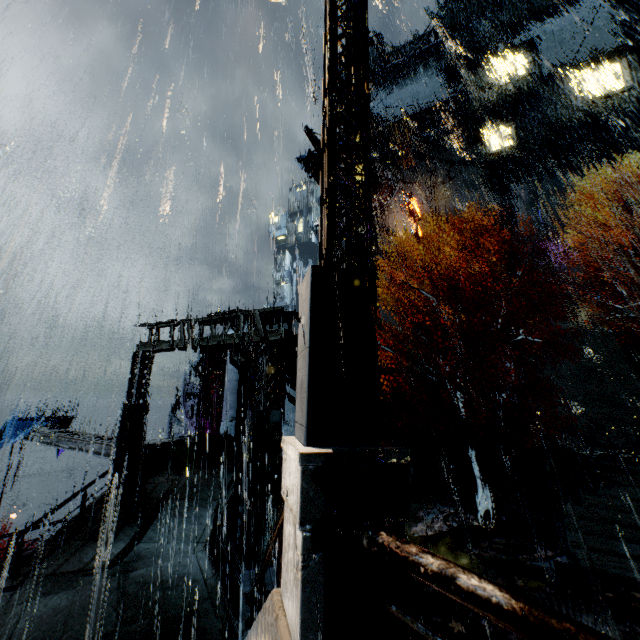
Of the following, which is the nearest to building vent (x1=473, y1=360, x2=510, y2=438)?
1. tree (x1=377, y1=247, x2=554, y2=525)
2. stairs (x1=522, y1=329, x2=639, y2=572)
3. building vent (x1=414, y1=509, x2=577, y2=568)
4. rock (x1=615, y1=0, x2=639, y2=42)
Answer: stairs (x1=522, y1=329, x2=639, y2=572)

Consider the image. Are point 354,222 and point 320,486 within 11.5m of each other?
yes

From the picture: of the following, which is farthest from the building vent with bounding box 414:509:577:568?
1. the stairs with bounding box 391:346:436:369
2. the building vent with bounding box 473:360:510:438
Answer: the building vent with bounding box 473:360:510:438

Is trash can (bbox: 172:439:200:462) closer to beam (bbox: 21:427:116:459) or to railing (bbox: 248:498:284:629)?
beam (bbox: 21:427:116:459)

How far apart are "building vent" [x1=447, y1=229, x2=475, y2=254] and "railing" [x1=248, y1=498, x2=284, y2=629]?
36.03m

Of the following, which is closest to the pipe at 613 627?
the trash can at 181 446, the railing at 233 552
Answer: the railing at 233 552

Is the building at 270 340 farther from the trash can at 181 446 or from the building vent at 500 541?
the building vent at 500 541

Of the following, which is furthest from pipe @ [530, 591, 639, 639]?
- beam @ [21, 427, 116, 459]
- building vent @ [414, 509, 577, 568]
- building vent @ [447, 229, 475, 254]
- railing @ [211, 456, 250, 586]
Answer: building vent @ [447, 229, 475, 254]
